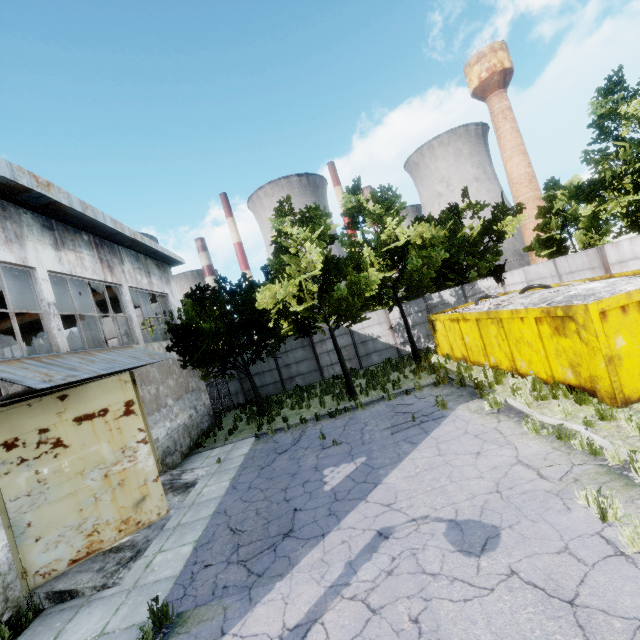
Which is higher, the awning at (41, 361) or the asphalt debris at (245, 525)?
the awning at (41, 361)

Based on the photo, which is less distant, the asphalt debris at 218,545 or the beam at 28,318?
the asphalt debris at 218,545

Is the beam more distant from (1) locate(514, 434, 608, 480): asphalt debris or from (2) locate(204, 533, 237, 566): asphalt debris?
(1) locate(514, 434, 608, 480): asphalt debris

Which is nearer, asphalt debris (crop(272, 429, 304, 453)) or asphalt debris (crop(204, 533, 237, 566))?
asphalt debris (crop(204, 533, 237, 566))

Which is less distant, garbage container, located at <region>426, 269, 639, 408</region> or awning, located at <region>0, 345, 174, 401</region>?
awning, located at <region>0, 345, 174, 401</region>

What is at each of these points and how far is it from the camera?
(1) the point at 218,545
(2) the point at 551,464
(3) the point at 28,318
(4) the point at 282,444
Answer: (1) asphalt debris, 6.97m
(2) asphalt debris, 6.38m
(3) beam, 15.55m
(4) asphalt debris, 12.23m

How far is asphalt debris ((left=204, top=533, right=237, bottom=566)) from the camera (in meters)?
6.51

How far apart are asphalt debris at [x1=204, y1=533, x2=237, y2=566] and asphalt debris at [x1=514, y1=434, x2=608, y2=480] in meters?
5.0
